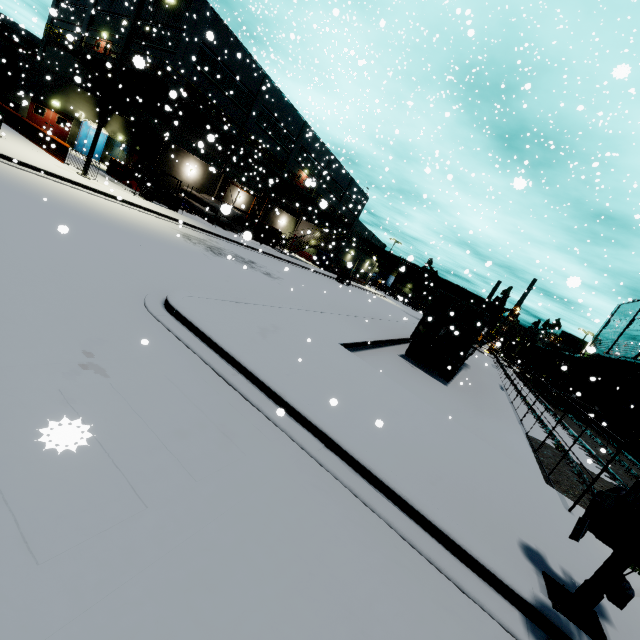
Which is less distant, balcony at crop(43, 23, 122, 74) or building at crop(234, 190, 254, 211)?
balcony at crop(43, 23, 122, 74)

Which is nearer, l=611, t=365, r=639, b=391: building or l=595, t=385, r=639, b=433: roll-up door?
l=595, t=385, r=639, b=433: roll-up door

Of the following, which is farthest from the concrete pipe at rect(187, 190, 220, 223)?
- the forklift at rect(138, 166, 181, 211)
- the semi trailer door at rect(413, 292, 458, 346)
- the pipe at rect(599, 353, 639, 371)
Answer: the pipe at rect(599, 353, 639, 371)

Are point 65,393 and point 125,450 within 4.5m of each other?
yes

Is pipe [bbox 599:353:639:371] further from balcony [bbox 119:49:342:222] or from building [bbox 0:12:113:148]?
balcony [bbox 119:49:342:222]

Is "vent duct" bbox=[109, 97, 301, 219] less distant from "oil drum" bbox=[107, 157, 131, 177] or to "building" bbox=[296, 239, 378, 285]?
"building" bbox=[296, 239, 378, 285]

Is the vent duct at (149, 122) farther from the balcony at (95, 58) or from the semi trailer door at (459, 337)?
the semi trailer door at (459, 337)

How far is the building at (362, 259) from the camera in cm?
4512
